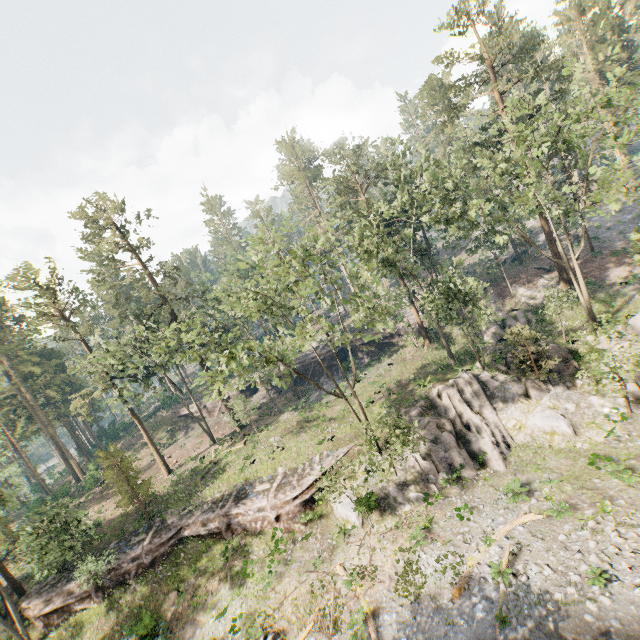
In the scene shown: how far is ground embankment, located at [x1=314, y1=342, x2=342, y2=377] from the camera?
45.6m

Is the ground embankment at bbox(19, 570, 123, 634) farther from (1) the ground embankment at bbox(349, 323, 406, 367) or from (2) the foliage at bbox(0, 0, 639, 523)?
Answer: (1) the ground embankment at bbox(349, 323, 406, 367)

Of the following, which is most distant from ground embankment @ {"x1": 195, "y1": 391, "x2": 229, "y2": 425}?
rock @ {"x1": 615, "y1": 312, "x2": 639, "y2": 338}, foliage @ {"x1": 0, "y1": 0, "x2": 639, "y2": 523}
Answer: rock @ {"x1": 615, "y1": 312, "x2": 639, "y2": 338}

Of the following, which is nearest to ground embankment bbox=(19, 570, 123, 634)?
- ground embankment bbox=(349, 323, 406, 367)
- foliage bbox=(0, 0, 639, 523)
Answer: foliage bbox=(0, 0, 639, 523)

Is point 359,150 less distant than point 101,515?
Yes

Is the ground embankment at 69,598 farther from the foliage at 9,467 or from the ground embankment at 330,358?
the ground embankment at 330,358

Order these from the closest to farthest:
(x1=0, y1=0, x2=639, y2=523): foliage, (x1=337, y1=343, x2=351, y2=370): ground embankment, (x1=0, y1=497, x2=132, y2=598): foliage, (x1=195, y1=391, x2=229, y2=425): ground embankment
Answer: (x1=0, y1=0, x2=639, y2=523): foliage, (x1=0, y1=497, x2=132, y2=598): foliage, (x1=337, y1=343, x2=351, y2=370): ground embankment, (x1=195, y1=391, x2=229, y2=425): ground embankment

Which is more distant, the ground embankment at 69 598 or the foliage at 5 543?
the ground embankment at 69 598
